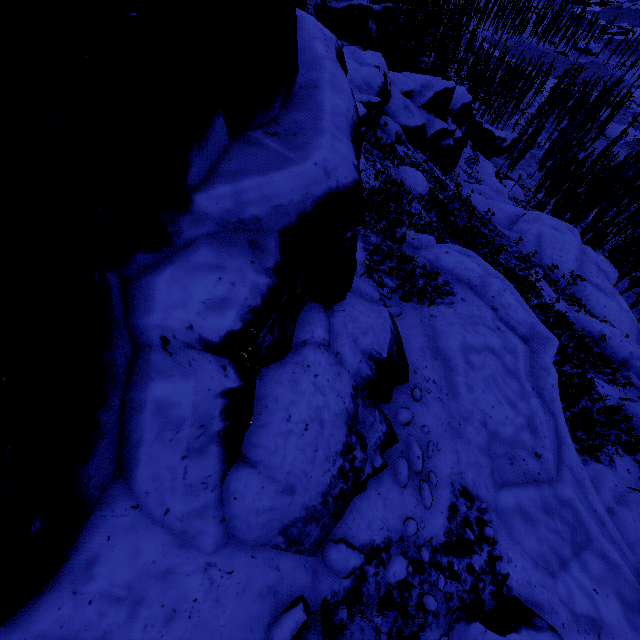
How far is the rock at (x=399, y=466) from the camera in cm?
538

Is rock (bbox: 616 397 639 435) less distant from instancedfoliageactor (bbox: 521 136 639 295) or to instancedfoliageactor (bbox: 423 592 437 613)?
instancedfoliageactor (bbox: 521 136 639 295)

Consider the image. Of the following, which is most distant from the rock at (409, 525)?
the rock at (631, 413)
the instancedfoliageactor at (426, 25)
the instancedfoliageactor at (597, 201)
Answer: the rock at (631, 413)

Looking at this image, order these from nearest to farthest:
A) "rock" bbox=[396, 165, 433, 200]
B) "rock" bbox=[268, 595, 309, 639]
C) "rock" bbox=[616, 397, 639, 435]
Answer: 1. "rock" bbox=[268, 595, 309, 639]
2. "rock" bbox=[616, 397, 639, 435]
3. "rock" bbox=[396, 165, 433, 200]

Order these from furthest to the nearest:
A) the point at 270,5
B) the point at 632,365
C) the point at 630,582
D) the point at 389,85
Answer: the point at 389,85 → the point at 632,365 → the point at 630,582 → the point at 270,5

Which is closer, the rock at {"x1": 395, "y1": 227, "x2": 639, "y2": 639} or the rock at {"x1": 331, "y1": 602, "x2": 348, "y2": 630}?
the rock at {"x1": 331, "y1": 602, "x2": 348, "y2": 630}
